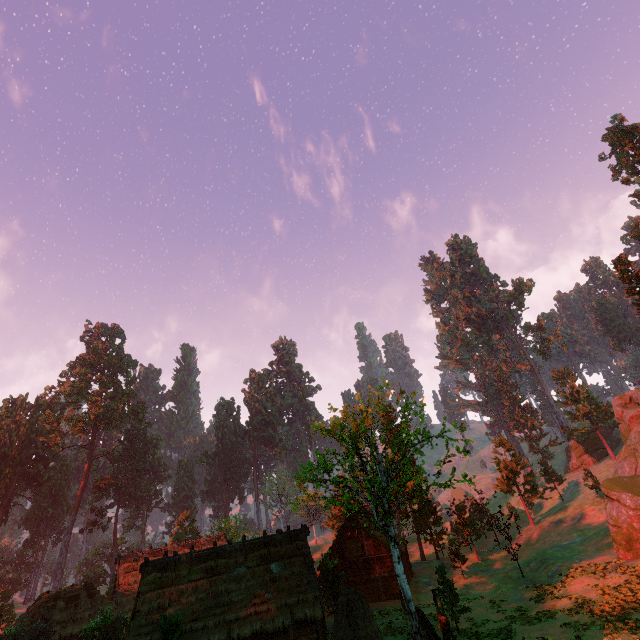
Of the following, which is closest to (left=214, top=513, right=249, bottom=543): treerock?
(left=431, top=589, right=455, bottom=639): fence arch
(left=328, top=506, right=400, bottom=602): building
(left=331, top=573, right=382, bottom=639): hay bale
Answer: (left=328, top=506, right=400, bottom=602): building

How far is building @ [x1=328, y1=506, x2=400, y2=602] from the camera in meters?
32.4

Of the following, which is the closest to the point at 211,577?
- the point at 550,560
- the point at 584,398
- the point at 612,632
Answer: the point at 612,632

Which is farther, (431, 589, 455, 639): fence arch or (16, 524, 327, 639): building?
(16, 524, 327, 639): building

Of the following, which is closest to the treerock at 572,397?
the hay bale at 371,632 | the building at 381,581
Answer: the building at 381,581

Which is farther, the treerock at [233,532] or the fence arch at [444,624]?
the treerock at [233,532]

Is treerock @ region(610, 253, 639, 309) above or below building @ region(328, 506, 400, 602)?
above

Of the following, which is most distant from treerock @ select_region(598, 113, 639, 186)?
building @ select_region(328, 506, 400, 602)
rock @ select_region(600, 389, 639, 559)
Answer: rock @ select_region(600, 389, 639, 559)
